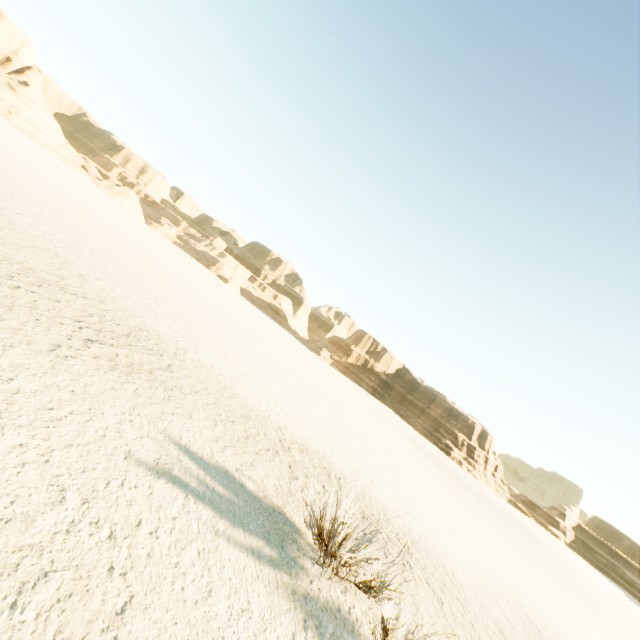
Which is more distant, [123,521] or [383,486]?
[383,486]
